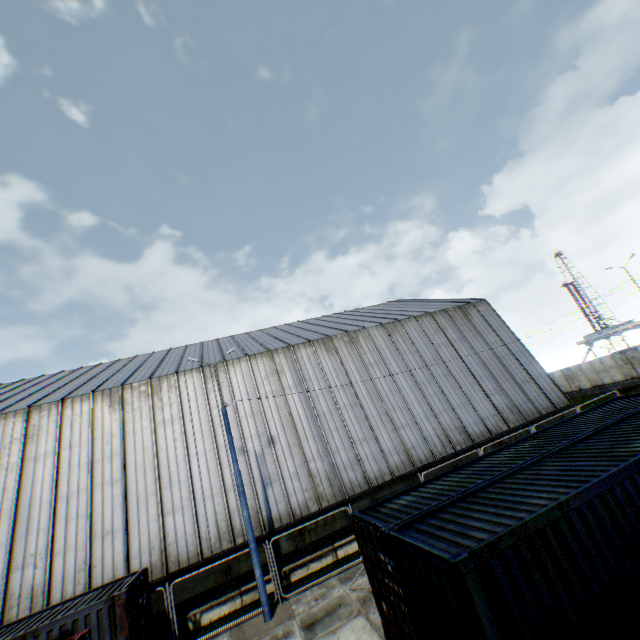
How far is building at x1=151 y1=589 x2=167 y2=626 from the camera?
13.1m

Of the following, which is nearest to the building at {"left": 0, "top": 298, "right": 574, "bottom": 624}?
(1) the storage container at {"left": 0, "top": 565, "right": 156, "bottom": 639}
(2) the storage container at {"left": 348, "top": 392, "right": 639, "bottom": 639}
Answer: (1) the storage container at {"left": 0, "top": 565, "right": 156, "bottom": 639}

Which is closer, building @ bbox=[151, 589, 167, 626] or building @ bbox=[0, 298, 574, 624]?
building @ bbox=[151, 589, 167, 626]

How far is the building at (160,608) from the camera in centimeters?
1310cm

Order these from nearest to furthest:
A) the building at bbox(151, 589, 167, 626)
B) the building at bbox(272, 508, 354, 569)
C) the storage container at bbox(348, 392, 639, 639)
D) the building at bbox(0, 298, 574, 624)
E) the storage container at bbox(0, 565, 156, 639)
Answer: the storage container at bbox(348, 392, 639, 639) → the storage container at bbox(0, 565, 156, 639) → the building at bbox(151, 589, 167, 626) → the building at bbox(0, 298, 574, 624) → the building at bbox(272, 508, 354, 569)

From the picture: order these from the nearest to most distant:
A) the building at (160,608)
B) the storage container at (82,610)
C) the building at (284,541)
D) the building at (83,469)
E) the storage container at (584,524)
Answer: the storage container at (584,524) < the storage container at (82,610) < the building at (160,608) < the building at (83,469) < the building at (284,541)

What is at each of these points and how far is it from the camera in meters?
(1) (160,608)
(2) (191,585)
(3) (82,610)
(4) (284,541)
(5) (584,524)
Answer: (1) building, 13.4
(2) building, 13.9
(3) storage container, 9.1
(4) building, 15.3
(5) storage container, 5.5
